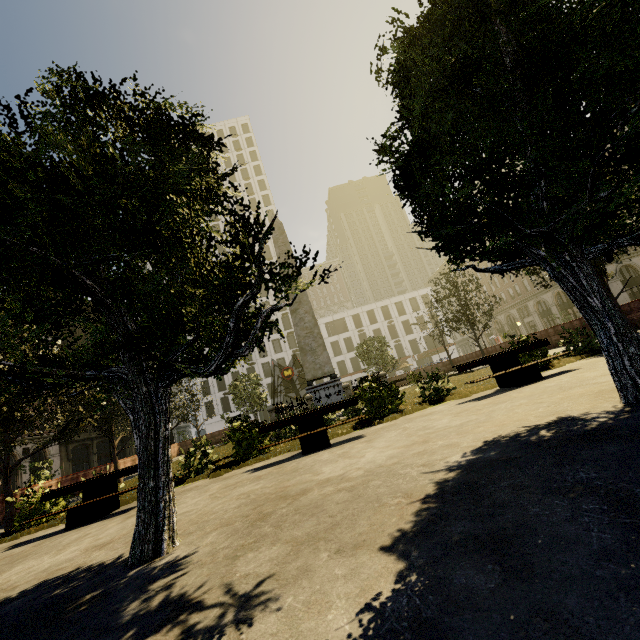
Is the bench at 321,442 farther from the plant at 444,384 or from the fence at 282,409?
the fence at 282,409

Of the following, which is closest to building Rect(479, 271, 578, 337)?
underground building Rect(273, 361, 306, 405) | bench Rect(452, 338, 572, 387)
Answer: underground building Rect(273, 361, 306, 405)

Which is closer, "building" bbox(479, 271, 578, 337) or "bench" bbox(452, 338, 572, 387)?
"bench" bbox(452, 338, 572, 387)

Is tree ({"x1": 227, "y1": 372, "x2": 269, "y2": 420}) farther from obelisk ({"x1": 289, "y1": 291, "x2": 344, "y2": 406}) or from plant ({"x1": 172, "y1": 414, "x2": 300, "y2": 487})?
obelisk ({"x1": 289, "y1": 291, "x2": 344, "y2": 406})

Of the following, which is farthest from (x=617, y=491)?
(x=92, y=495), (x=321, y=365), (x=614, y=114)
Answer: (x=321, y=365)

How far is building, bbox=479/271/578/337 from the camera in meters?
44.5

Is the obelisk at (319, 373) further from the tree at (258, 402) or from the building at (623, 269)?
the building at (623, 269)

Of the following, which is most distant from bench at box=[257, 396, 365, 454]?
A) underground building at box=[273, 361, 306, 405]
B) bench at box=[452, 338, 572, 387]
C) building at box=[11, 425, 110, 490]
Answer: underground building at box=[273, 361, 306, 405]
